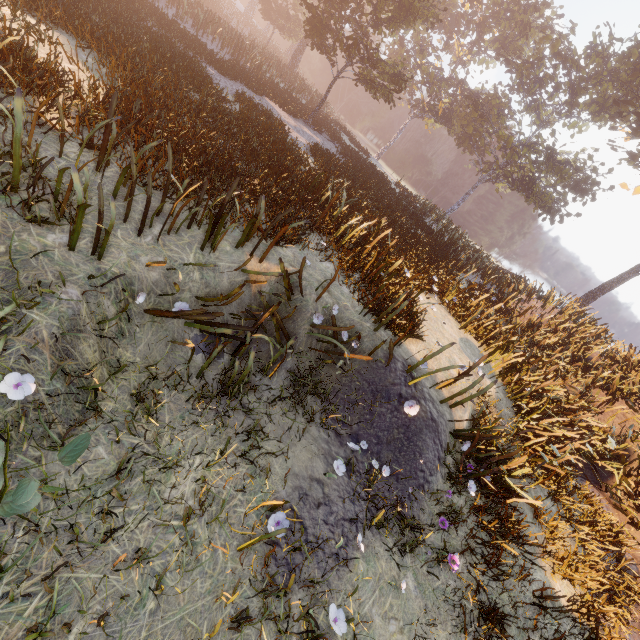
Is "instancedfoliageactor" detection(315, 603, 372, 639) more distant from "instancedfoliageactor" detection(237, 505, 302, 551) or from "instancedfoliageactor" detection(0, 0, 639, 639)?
"instancedfoliageactor" detection(0, 0, 639, 639)

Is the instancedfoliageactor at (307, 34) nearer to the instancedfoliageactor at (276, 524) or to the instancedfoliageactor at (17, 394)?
the instancedfoliageactor at (17, 394)

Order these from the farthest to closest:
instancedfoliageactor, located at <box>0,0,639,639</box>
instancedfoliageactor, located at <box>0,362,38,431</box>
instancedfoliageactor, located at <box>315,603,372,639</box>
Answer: instancedfoliageactor, located at <box>0,0,639,639</box> → instancedfoliageactor, located at <box>315,603,372,639</box> → instancedfoliageactor, located at <box>0,362,38,431</box>

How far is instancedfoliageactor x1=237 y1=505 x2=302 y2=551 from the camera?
3.33m

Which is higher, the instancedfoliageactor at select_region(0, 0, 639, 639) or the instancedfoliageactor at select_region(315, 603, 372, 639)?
the instancedfoliageactor at select_region(0, 0, 639, 639)

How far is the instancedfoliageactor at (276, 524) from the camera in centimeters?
333cm

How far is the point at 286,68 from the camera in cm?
3162

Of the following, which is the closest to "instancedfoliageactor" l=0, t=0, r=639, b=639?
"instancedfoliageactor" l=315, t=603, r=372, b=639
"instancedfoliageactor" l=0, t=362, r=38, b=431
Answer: "instancedfoliageactor" l=0, t=362, r=38, b=431
